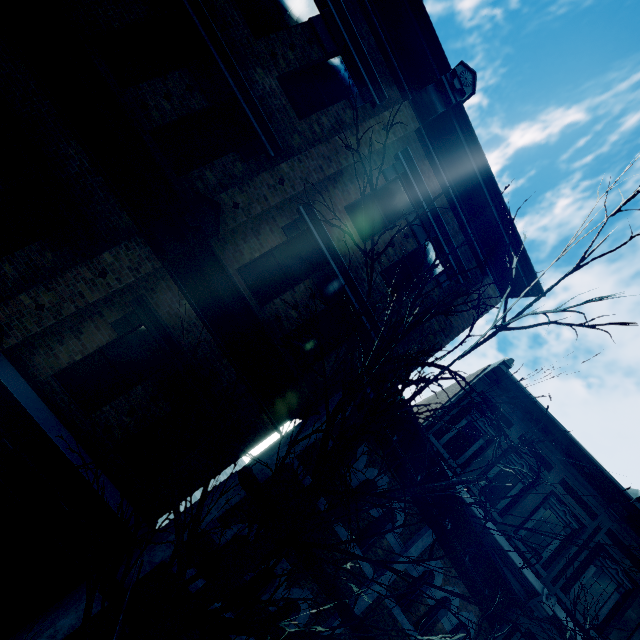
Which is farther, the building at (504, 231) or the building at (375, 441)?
the building at (504, 231)

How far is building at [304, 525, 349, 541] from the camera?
7.0m

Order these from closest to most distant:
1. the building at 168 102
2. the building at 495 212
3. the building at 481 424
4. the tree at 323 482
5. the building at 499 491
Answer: the tree at 323 482 → the building at 168 102 → the building at 495 212 → the building at 499 491 → the building at 481 424

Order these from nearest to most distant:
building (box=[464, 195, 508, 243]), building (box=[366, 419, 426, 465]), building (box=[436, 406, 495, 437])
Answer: building (box=[366, 419, 426, 465])
building (box=[464, 195, 508, 243])
building (box=[436, 406, 495, 437])

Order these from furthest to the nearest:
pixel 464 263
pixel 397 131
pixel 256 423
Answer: pixel 464 263 < pixel 397 131 < pixel 256 423
